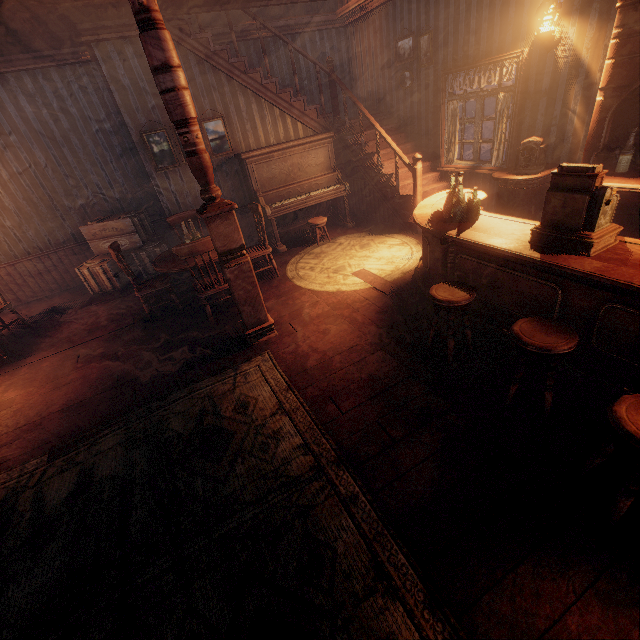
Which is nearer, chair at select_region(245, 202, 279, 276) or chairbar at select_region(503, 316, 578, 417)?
chairbar at select_region(503, 316, 578, 417)

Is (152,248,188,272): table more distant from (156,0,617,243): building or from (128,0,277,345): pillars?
(128,0,277,345): pillars

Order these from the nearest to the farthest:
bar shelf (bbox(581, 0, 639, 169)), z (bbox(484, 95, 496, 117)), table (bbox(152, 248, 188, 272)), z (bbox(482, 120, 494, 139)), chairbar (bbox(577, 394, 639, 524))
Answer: chairbar (bbox(577, 394, 639, 524)), bar shelf (bbox(581, 0, 639, 169)), table (bbox(152, 248, 188, 272)), z (bbox(482, 120, 494, 139)), z (bbox(484, 95, 496, 117))

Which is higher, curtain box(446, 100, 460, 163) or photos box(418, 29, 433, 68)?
photos box(418, 29, 433, 68)

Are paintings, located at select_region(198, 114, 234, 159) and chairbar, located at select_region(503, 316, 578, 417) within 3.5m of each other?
no

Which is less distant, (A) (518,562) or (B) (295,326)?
(A) (518,562)

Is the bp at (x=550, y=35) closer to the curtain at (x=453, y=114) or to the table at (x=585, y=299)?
the curtain at (x=453, y=114)

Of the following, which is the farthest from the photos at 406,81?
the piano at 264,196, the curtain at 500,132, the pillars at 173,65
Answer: the pillars at 173,65
